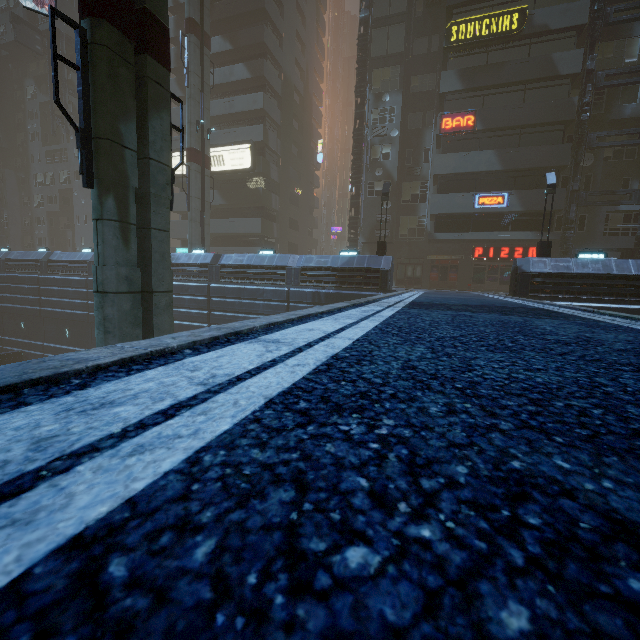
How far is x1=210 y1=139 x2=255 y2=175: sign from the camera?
32.0m

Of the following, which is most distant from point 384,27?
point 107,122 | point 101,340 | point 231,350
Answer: point 231,350

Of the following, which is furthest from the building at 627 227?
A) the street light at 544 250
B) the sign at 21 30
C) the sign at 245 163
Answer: the street light at 544 250

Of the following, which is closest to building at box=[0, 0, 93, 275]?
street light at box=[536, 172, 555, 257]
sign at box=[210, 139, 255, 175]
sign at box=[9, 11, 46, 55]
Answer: sign at box=[210, 139, 255, 175]

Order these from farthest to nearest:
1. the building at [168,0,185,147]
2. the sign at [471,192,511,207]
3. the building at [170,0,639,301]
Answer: the building at [168,0,185,147] → the sign at [471,192,511,207] → the building at [170,0,639,301]

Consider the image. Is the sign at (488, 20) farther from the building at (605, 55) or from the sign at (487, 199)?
the sign at (487, 199)

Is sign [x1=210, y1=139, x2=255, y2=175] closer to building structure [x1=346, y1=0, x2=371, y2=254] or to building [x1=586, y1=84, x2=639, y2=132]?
building [x1=586, y1=84, x2=639, y2=132]

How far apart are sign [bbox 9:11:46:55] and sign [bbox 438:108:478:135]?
49.7 meters
